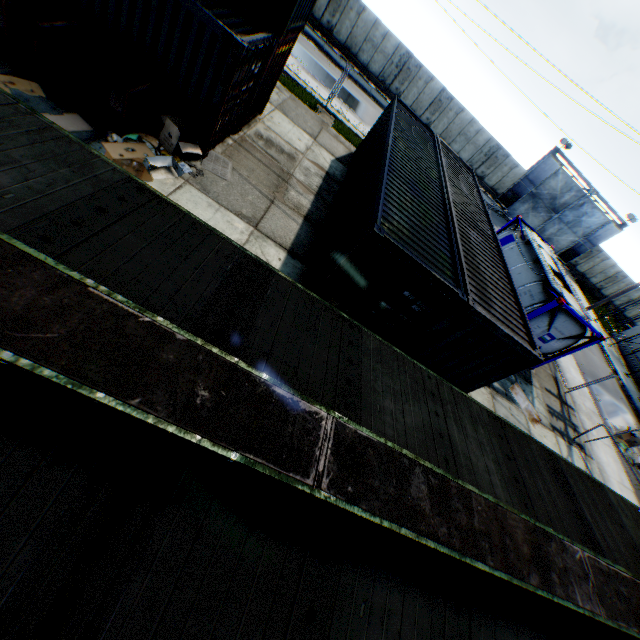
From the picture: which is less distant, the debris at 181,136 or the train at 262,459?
the train at 262,459

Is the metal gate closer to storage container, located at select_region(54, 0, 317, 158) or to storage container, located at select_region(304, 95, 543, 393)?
storage container, located at select_region(304, 95, 543, 393)

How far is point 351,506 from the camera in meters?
1.9 m

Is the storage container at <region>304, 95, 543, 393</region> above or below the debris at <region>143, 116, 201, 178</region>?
above

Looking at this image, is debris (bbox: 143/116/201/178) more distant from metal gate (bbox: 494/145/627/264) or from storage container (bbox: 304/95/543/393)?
metal gate (bbox: 494/145/627/264)

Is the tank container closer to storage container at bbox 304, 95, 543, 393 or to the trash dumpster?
storage container at bbox 304, 95, 543, 393

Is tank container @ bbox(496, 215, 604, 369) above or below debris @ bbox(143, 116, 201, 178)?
above

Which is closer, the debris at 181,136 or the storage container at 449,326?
the storage container at 449,326
